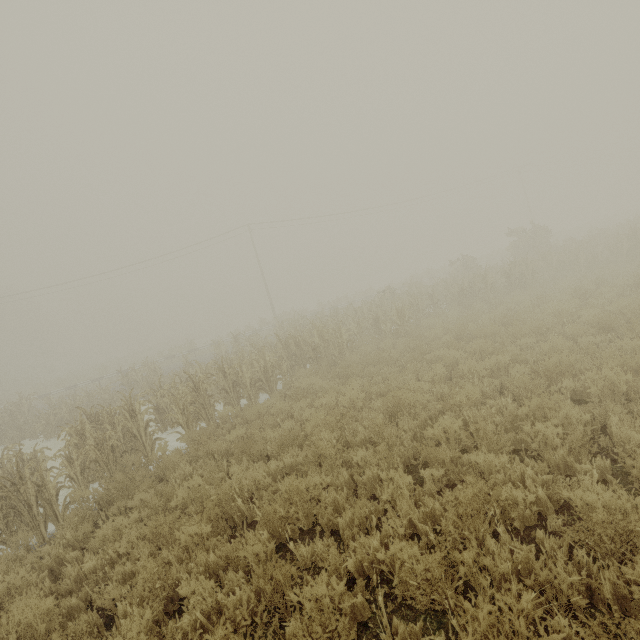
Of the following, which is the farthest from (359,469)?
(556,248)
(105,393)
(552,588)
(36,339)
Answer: (36,339)
